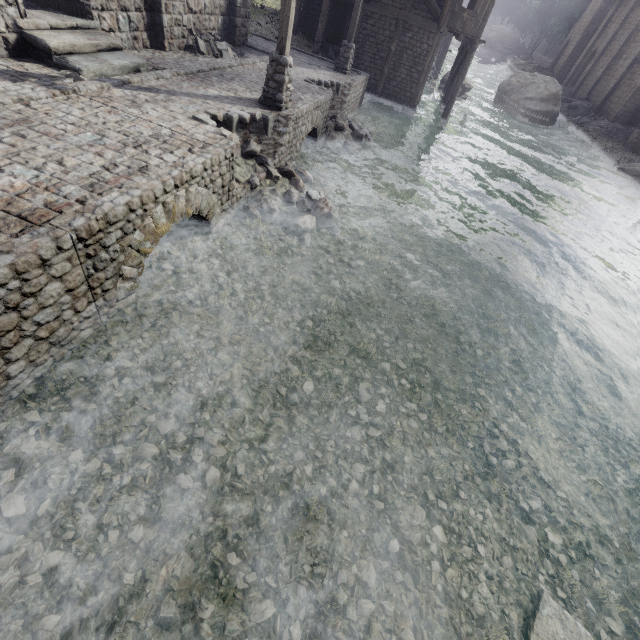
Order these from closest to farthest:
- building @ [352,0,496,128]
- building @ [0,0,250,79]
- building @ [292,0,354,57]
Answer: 1. building @ [0,0,250,79]
2. building @ [352,0,496,128]
3. building @ [292,0,354,57]

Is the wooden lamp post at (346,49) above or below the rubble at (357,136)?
above

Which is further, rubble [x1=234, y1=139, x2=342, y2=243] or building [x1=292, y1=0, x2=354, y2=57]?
building [x1=292, y1=0, x2=354, y2=57]

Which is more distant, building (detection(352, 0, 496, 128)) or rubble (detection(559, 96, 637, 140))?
rubble (detection(559, 96, 637, 140))

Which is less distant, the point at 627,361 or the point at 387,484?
the point at 387,484

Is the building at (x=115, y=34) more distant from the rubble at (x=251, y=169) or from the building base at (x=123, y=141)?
the rubble at (x=251, y=169)

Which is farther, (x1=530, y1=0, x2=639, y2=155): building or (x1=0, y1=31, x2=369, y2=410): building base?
(x1=530, y1=0, x2=639, y2=155): building
